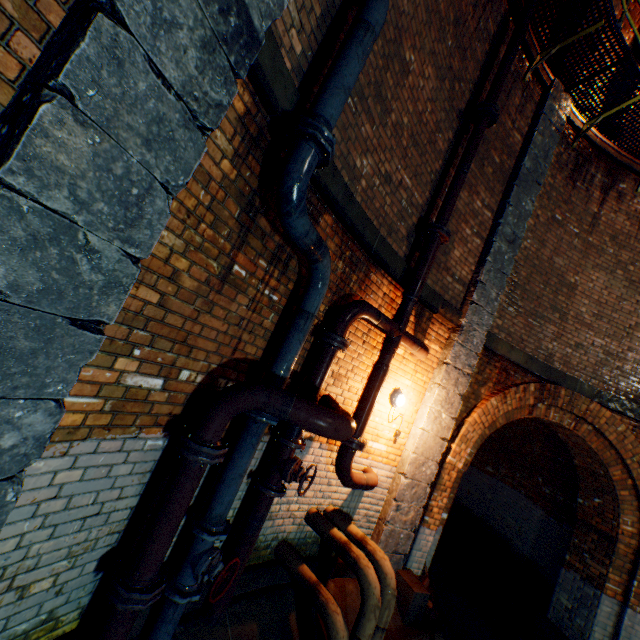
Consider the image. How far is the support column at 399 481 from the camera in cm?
505

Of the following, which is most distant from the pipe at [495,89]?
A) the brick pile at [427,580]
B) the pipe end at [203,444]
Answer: the brick pile at [427,580]

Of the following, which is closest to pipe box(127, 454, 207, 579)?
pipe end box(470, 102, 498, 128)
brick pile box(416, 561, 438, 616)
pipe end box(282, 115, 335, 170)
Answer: pipe end box(282, 115, 335, 170)

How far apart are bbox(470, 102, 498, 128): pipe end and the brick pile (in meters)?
7.03

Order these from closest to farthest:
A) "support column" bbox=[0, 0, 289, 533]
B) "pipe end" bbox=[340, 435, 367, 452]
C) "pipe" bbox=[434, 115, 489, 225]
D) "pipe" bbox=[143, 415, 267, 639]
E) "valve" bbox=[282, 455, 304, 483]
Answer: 1. "support column" bbox=[0, 0, 289, 533]
2. "pipe" bbox=[143, 415, 267, 639]
3. "valve" bbox=[282, 455, 304, 483]
4. "pipe end" bbox=[340, 435, 367, 452]
5. "pipe" bbox=[434, 115, 489, 225]

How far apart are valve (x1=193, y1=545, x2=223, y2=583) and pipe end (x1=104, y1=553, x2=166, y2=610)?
0.3 meters

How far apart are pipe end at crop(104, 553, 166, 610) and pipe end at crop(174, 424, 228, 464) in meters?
0.8

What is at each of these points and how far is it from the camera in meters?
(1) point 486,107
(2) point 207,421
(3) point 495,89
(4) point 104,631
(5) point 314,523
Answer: (1) pipe end, 4.5
(2) pipe, 2.3
(3) pipe, 4.7
(4) pipe, 2.1
(5) pipe, 4.1
